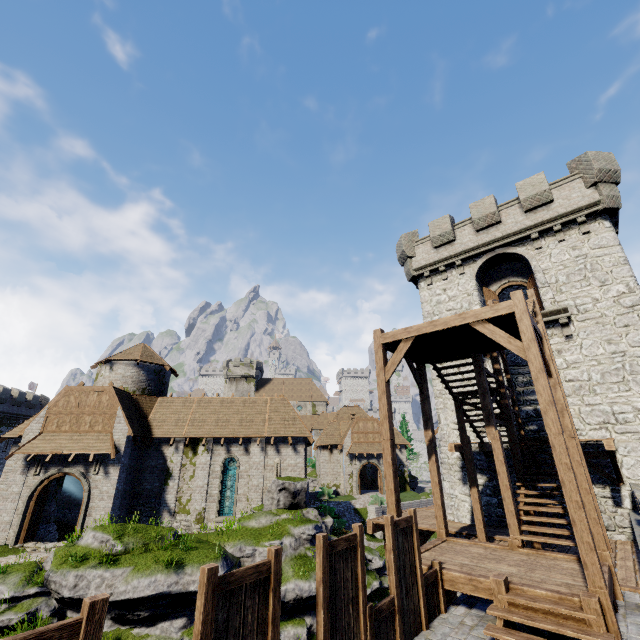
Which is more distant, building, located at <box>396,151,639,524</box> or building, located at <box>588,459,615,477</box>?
building, located at <box>396,151,639,524</box>

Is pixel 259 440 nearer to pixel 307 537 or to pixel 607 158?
pixel 307 537

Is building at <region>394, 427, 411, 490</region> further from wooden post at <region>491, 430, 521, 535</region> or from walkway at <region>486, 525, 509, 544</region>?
wooden post at <region>491, 430, 521, 535</region>

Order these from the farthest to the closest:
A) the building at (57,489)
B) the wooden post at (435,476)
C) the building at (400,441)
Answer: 1. the building at (400,441)
2. the building at (57,489)
3. the wooden post at (435,476)

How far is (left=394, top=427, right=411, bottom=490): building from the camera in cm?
4322

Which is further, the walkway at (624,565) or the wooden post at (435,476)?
the wooden post at (435,476)

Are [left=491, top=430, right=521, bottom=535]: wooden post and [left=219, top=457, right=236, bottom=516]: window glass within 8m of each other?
no

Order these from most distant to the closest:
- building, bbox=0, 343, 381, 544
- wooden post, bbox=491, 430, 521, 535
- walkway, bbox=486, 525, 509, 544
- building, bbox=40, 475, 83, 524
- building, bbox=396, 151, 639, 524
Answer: building, bbox=40, 475, 83, 524 → building, bbox=0, 343, 381, 544 → building, bbox=396, 151, 639, 524 → walkway, bbox=486, 525, 509, 544 → wooden post, bbox=491, 430, 521, 535
